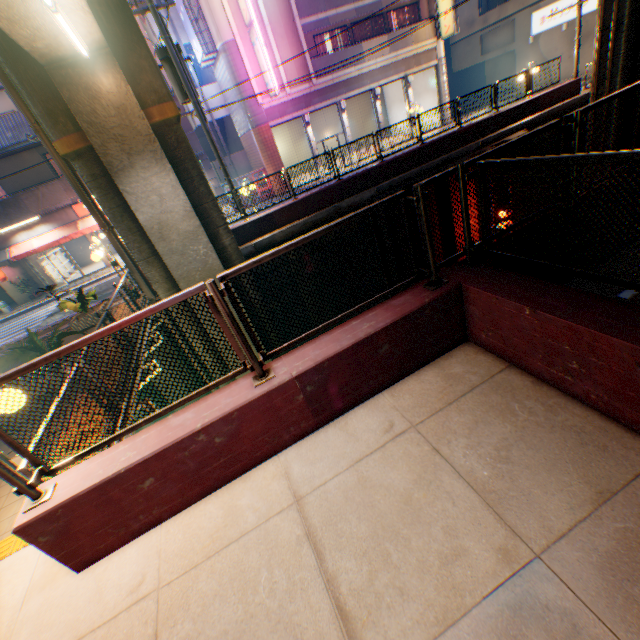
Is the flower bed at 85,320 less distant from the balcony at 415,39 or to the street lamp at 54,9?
the street lamp at 54,9

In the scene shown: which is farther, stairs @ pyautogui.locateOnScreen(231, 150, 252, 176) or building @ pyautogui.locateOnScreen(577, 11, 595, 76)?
stairs @ pyautogui.locateOnScreen(231, 150, 252, 176)

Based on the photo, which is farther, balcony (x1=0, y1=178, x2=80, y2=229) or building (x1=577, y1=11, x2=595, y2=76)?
building (x1=577, y1=11, x2=595, y2=76)

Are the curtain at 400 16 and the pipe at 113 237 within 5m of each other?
no

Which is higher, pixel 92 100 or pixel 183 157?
pixel 92 100

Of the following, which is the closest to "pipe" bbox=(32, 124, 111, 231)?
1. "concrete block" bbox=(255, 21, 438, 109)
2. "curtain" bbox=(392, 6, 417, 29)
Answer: "concrete block" bbox=(255, 21, 438, 109)

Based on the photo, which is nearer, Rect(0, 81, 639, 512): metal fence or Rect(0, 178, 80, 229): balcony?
Rect(0, 81, 639, 512): metal fence

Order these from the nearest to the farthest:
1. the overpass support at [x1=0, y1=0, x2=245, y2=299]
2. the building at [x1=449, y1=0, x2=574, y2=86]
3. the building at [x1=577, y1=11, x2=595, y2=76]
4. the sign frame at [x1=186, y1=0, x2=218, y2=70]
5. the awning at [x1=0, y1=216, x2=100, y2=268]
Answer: the overpass support at [x1=0, y1=0, x2=245, y2=299]
the awning at [x1=0, y1=216, x2=100, y2=268]
the sign frame at [x1=186, y1=0, x2=218, y2=70]
the building at [x1=577, y1=11, x2=595, y2=76]
the building at [x1=449, y1=0, x2=574, y2=86]
